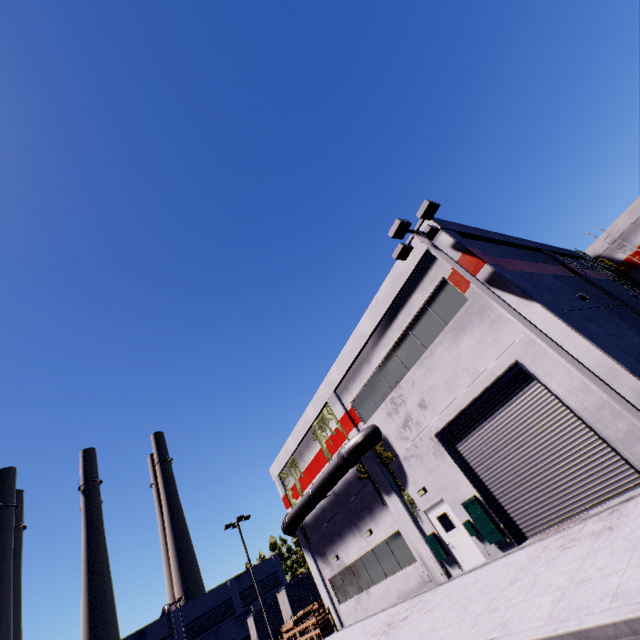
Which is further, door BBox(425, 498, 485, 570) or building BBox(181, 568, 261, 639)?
building BBox(181, 568, 261, 639)

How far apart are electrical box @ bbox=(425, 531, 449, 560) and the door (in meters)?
0.05

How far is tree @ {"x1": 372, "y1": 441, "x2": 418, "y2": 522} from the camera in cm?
1523

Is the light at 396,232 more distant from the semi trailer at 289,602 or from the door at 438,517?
the semi trailer at 289,602

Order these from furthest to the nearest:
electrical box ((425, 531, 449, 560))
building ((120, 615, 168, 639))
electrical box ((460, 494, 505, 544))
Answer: building ((120, 615, 168, 639)), electrical box ((425, 531, 449, 560)), electrical box ((460, 494, 505, 544))

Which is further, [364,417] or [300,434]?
[300,434]

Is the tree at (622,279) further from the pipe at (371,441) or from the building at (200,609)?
the pipe at (371,441)

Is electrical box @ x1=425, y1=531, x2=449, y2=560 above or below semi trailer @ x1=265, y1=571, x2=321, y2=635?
below
